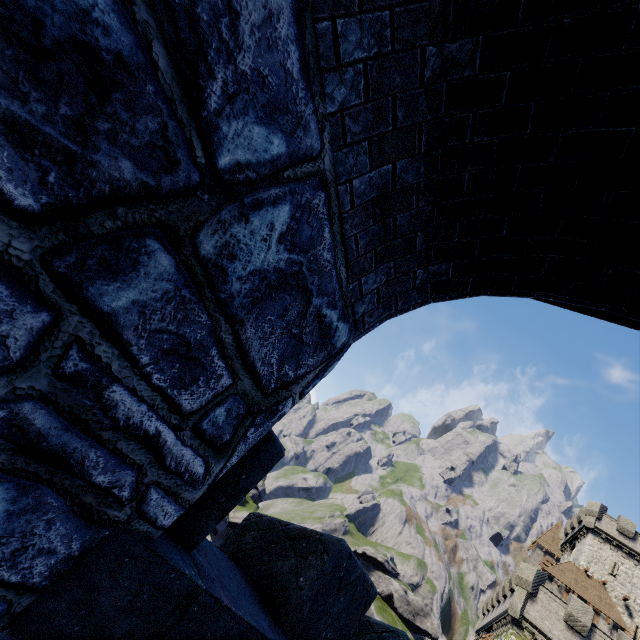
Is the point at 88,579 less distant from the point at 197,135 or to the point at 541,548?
the point at 197,135

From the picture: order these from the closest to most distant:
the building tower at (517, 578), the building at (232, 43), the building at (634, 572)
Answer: the building at (232, 43)
the building tower at (517, 578)
the building at (634, 572)

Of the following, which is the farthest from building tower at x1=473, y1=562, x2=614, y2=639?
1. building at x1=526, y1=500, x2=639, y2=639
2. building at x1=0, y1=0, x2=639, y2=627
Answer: building at x1=0, y1=0, x2=639, y2=627

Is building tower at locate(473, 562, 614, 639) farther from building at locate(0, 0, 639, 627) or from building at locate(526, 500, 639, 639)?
building at locate(0, 0, 639, 627)

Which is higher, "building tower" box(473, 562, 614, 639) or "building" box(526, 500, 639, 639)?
"building" box(526, 500, 639, 639)

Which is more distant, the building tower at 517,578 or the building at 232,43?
the building tower at 517,578

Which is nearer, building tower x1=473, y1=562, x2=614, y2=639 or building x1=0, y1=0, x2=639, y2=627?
building x1=0, y1=0, x2=639, y2=627
